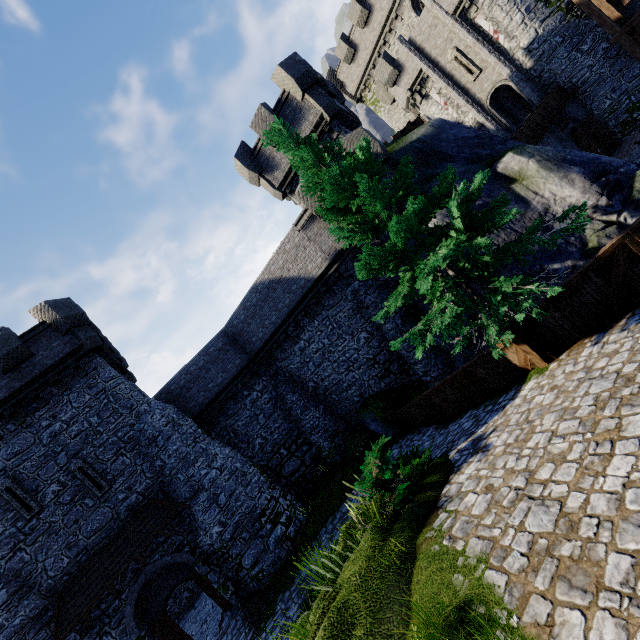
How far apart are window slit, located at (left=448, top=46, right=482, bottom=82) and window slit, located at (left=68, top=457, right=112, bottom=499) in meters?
33.4 m

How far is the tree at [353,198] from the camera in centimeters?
754cm

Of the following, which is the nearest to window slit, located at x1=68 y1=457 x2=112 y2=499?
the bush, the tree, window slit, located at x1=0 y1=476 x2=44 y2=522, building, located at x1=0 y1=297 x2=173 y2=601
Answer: building, located at x1=0 y1=297 x2=173 y2=601

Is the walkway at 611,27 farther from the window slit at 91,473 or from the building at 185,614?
the window slit at 91,473

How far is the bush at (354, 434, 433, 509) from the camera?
6.9 meters

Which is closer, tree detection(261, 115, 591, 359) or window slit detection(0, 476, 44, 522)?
tree detection(261, 115, 591, 359)

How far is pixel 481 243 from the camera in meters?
7.5

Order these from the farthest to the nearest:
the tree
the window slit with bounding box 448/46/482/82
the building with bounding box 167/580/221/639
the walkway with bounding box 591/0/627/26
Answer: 1. the window slit with bounding box 448/46/482/82
2. the walkway with bounding box 591/0/627/26
3. the building with bounding box 167/580/221/639
4. the tree
